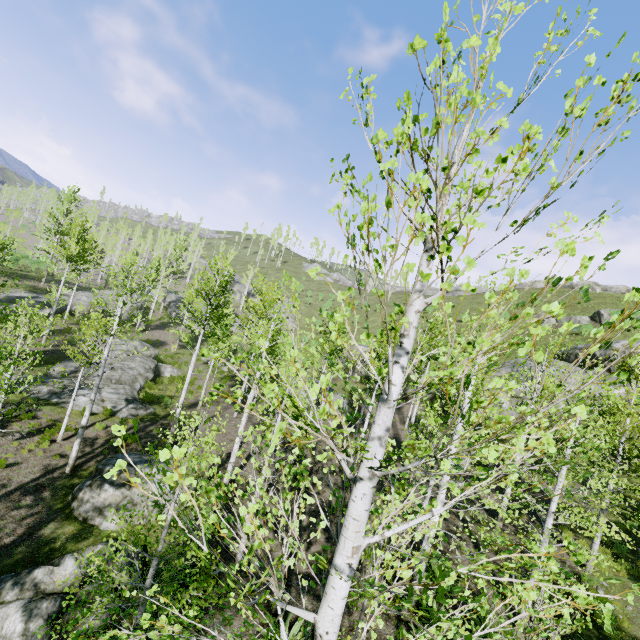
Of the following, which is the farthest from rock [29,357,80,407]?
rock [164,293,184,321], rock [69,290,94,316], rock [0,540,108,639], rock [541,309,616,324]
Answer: rock [541,309,616,324]

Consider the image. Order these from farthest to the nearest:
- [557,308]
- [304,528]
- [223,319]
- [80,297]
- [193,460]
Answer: [80,297] → [223,319] → [304,528] → [193,460] → [557,308]

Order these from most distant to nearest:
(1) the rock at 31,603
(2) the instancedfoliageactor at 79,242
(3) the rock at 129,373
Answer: (3) the rock at 129,373
(2) the instancedfoliageactor at 79,242
(1) the rock at 31,603

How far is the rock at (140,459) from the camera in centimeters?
1271cm

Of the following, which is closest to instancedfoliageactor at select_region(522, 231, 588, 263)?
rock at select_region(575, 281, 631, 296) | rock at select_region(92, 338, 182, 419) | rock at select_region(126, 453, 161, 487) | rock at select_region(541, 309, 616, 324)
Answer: rock at select_region(126, 453, 161, 487)

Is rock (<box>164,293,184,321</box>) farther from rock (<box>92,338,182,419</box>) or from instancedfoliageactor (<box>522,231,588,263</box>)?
rock (<box>92,338,182,419</box>)

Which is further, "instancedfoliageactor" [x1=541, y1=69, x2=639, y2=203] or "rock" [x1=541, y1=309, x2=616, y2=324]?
"rock" [x1=541, y1=309, x2=616, y2=324]

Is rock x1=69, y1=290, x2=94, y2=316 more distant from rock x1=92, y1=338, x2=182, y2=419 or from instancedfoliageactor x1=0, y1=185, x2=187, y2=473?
rock x1=92, y1=338, x2=182, y2=419
